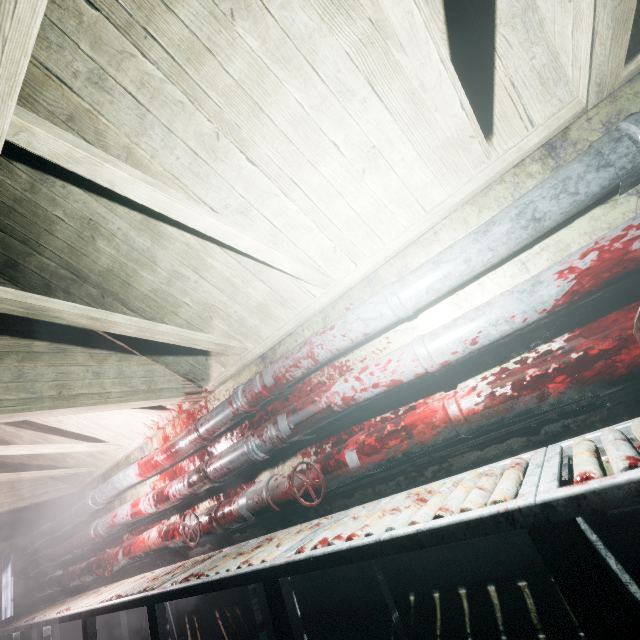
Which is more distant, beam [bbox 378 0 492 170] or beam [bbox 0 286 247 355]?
beam [bbox 0 286 247 355]

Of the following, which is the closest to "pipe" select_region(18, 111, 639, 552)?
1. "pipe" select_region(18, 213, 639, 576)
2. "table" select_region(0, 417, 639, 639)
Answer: "pipe" select_region(18, 213, 639, 576)

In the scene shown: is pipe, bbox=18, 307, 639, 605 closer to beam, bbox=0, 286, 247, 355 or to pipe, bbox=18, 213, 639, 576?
pipe, bbox=18, 213, 639, 576

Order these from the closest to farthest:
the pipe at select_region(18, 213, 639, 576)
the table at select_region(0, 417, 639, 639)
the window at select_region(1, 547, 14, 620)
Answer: the table at select_region(0, 417, 639, 639)
the pipe at select_region(18, 213, 639, 576)
the window at select_region(1, 547, 14, 620)

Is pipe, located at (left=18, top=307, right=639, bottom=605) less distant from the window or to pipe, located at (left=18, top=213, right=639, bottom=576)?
pipe, located at (left=18, top=213, right=639, bottom=576)

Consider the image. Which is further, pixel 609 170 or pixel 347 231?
pixel 347 231

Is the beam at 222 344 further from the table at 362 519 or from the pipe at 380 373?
the table at 362 519

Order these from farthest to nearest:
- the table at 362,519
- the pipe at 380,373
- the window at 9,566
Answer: the window at 9,566
the pipe at 380,373
the table at 362,519
